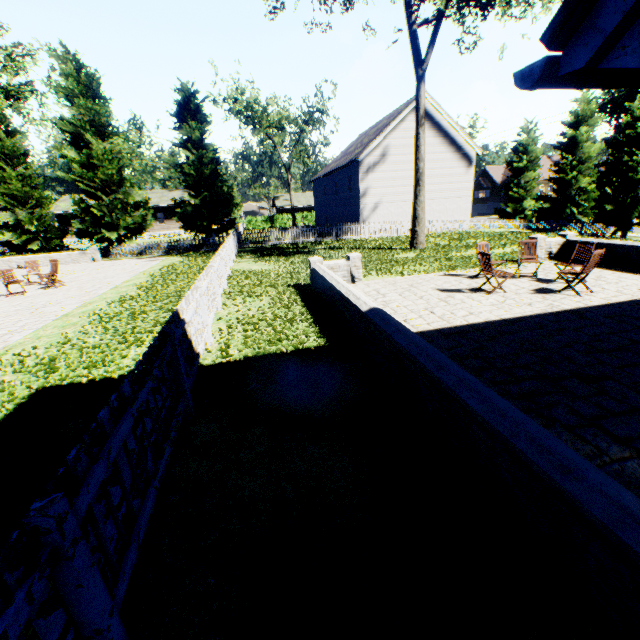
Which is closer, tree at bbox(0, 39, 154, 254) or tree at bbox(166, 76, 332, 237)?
tree at bbox(0, 39, 154, 254)

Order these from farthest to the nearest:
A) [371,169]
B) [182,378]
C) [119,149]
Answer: [371,169], [119,149], [182,378]

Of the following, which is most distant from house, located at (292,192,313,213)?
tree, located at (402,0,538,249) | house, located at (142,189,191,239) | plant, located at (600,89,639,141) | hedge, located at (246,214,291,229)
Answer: plant, located at (600,89,639,141)

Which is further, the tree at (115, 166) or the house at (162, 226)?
the house at (162, 226)

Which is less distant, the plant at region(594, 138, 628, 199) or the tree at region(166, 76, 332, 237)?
the tree at region(166, 76, 332, 237)

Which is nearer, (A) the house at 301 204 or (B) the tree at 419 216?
(B) the tree at 419 216

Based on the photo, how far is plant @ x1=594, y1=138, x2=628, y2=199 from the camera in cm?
4259

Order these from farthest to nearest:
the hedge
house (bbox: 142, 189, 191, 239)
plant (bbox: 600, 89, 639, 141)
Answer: the hedge, house (bbox: 142, 189, 191, 239), plant (bbox: 600, 89, 639, 141)
